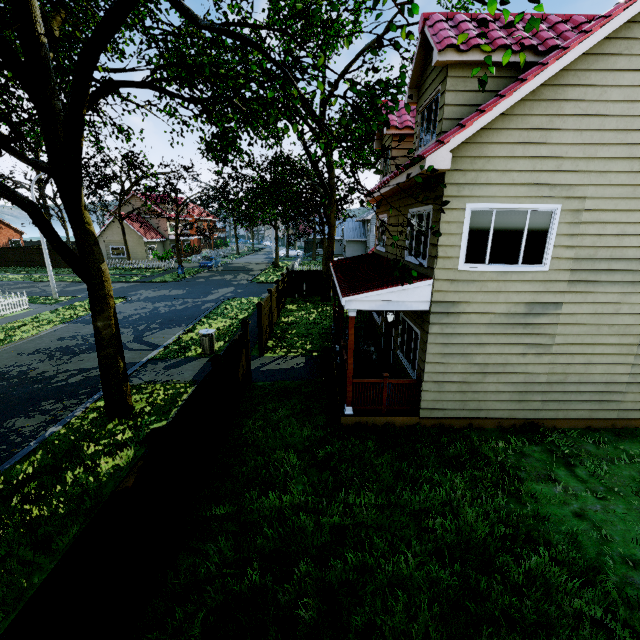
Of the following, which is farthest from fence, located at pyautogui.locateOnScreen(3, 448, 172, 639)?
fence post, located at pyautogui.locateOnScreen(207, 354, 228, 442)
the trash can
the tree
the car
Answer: the car

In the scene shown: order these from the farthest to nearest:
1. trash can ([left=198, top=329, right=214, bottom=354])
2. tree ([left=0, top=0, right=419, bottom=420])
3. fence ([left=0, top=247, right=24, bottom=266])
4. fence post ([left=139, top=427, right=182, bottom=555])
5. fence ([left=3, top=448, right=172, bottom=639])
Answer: fence ([left=0, top=247, right=24, bottom=266]), trash can ([left=198, top=329, right=214, bottom=354]), tree ([left=0, top=0, right=419, bottom=420]), fence post ([left=139, top=427, right=182, bottom=555]), fence ([left=3, top=448, right=172, bottom=639])

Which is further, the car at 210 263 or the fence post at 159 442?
the car at 210 263

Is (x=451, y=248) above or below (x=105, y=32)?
below

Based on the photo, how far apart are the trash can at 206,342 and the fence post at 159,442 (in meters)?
8.44

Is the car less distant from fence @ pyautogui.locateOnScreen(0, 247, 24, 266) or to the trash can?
fence @ pyautogui.locateOnScreen(0, 247, 24, 266)

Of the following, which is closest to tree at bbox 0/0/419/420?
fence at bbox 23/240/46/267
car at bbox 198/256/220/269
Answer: fence at bbox 23/240/46/267
